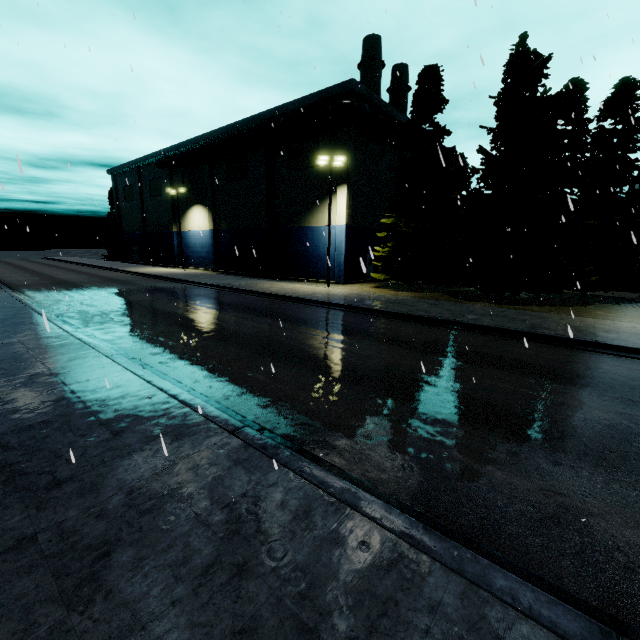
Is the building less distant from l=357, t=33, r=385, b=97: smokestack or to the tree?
the tree

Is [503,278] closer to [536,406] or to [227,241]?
[536,406]

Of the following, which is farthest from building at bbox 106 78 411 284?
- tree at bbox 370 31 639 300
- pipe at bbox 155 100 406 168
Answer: tree at bbox 370 31 639 300

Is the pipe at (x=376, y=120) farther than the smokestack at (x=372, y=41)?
No

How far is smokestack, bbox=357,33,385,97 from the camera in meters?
38.4

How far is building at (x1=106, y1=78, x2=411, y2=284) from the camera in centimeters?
2797cm

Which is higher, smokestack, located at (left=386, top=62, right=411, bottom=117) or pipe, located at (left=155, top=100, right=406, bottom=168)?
smokestack, located at (left=386, top=62, right=411, bottom=117)
